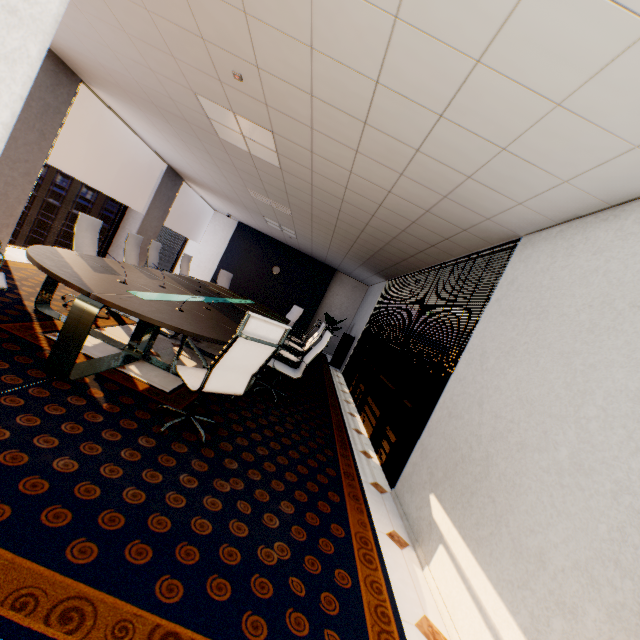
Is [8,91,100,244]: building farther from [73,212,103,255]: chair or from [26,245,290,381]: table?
[73,212,103,255]: chair

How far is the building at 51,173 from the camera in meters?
59.2 m

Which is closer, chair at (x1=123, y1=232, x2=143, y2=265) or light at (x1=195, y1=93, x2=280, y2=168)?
light at (x1=195, y1=93, x2=280, y2=168)

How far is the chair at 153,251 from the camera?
6.5 meters

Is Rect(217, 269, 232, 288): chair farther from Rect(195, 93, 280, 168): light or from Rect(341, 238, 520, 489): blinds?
Rect(195, 93, 280, 168): light

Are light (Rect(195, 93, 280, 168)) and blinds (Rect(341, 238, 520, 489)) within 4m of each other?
yes

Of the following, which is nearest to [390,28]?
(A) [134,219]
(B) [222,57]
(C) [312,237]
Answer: (B) [222,57]

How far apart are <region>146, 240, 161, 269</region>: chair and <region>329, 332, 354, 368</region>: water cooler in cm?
496
